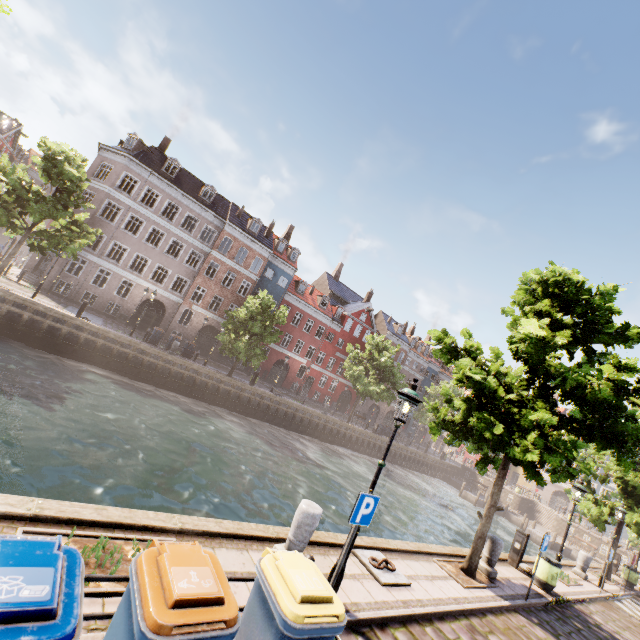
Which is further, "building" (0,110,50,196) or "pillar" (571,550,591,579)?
"building" (0,110,50,196)

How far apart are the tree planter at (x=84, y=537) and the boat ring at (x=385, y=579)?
4.2m

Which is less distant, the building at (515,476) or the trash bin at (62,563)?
the trash bin at (62,563)

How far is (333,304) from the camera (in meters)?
46.78

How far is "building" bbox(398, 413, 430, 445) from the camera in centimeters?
5461cm

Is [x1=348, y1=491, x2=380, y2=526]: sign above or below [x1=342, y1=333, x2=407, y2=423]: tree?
below
